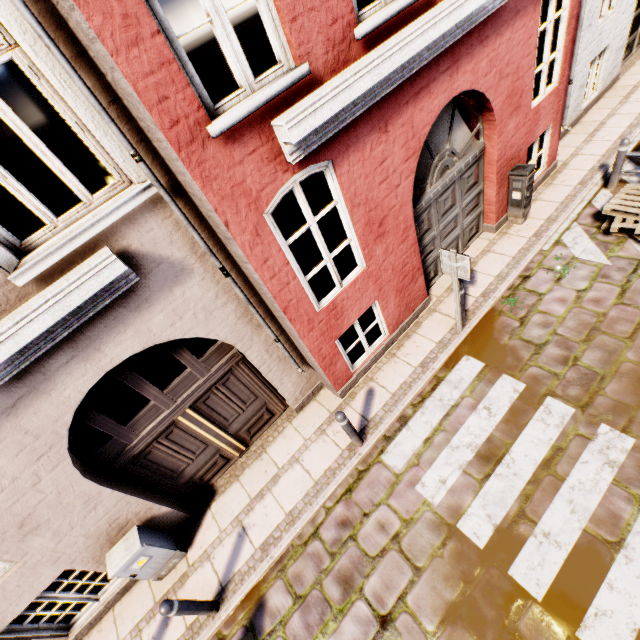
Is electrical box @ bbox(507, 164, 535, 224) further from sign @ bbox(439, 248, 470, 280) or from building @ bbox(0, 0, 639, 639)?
sign @ bbox(439, 248, 470, 280)

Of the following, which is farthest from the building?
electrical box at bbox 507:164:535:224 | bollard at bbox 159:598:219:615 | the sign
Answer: bollard at bbox 159:598:219:615

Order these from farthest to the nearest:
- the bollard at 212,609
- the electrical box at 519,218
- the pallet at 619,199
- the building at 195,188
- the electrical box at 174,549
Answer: the electrical box at 519,218 → the pallet at 619,199 → the electrical box at 174,549 → the bollard at 212,609 → the building at 195,188

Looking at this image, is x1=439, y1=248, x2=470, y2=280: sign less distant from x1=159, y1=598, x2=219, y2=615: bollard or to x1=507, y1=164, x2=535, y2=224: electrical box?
x1=507, y1=164, x2=535, y2=224: electrical box

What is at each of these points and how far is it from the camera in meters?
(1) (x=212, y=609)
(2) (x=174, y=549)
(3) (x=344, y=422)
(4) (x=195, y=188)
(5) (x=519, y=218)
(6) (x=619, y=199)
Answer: (1) bollard, 4.5 m
(2) electrical box, 5.1 m
(3) bollard, 4.8 m
(4) building, 3.1 m
(5) electrical box, 7.2 m
(6) pallet, 6.2 m

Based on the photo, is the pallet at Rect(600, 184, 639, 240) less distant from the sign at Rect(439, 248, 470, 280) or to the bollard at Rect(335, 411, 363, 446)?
the sign at Rect(439, 248, 470, 280)

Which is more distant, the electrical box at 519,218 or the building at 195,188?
the electrical box at 519,218

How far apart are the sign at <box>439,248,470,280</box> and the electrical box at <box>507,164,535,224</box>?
3.2m
